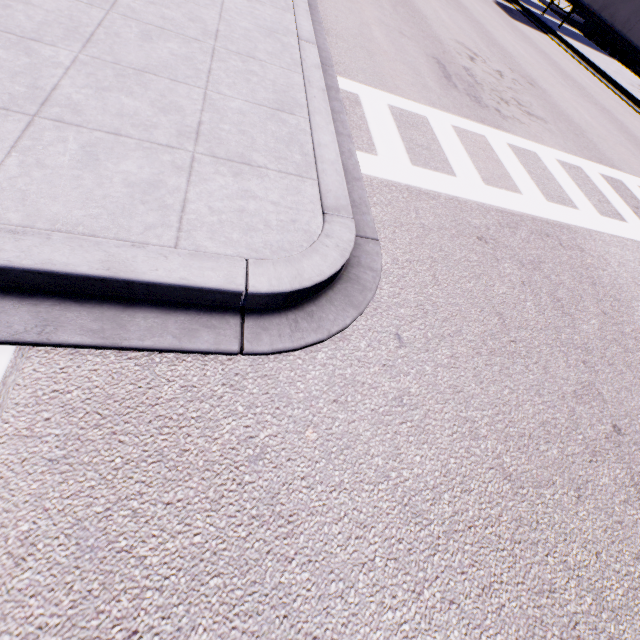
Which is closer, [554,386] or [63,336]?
[63,336]
